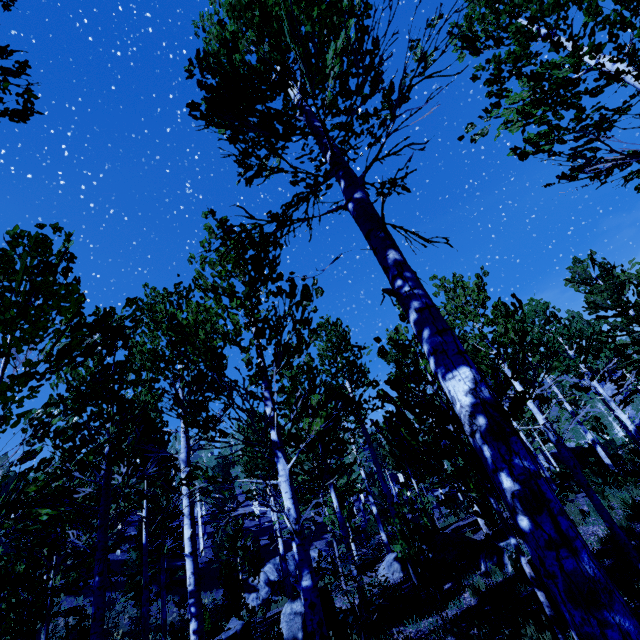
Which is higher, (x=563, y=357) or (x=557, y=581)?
(x=563, y=357)

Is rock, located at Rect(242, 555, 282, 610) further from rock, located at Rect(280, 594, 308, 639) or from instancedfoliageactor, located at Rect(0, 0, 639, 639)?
rock, located at Rect(280, 594, 308, 639)

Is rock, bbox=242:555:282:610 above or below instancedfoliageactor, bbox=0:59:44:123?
below

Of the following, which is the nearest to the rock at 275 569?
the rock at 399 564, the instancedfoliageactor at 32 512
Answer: the instancedfoliageactor at 32 512

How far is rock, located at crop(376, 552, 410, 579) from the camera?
10.4m

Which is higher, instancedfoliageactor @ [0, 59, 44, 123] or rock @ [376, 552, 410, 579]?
instancedfoliageactor @ [0, 59, 44, 123]

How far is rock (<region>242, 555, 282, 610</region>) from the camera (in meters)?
20.15

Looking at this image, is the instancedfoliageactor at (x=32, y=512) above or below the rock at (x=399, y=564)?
above
